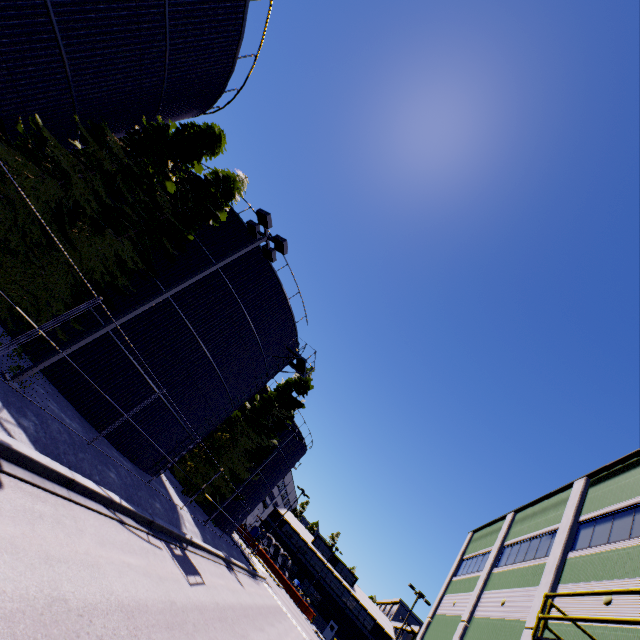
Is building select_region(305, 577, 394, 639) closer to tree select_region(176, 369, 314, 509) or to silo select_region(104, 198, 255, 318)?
tree select_region(176, 369, 314, 509)

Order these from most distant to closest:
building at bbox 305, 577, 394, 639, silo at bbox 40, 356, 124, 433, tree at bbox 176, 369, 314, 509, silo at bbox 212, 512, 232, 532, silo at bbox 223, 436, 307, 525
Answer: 1. building at bbox 305, 577, 394, 639
2. silo at bbox 223, 436, 307, 525
3. silo at bbox 212, 512, 232, 532
4. tree at bbox 176, 369, 314, 509
5. silo at bbox 40, 356, 124, 433

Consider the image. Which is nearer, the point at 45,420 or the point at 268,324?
the point at 45,420

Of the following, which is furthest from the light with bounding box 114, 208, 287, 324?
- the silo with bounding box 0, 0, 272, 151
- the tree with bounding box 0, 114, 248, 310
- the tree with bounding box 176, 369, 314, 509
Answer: the tree with bounding box 0, 114, 248, 310

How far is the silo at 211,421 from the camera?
16.4 meters

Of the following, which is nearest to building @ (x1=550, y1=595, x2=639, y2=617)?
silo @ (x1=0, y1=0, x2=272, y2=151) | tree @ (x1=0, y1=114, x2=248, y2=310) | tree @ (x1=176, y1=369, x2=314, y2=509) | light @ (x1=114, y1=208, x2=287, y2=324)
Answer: tree @ (x1=176, y1=369, x2=314, y2=509)

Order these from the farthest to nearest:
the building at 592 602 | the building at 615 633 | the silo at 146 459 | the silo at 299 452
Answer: the silo at 299 452 → the silo at 146 459 → the building at 592 602 → the building at 615 633
